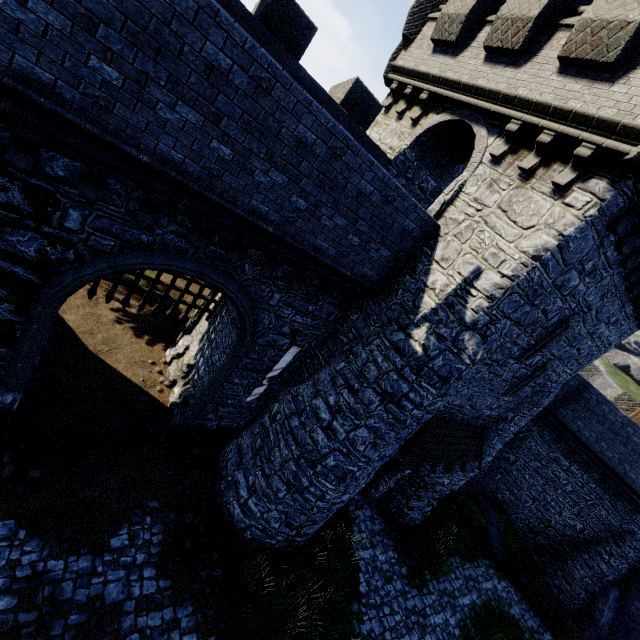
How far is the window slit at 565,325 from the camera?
9.5m

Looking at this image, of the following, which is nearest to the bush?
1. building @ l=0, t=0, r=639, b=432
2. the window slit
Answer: building @ l=0, t=0, r=639, b=432

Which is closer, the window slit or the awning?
the window slit

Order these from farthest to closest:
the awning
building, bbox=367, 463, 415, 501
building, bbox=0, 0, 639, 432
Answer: building, bbox=367, 463, 415, 501, the awning, building, bbox=0, 0, 639, 432

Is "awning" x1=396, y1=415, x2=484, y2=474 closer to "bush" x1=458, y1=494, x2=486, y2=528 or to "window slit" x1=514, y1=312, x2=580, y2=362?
"window slit" x1=514, y1=312, x2=580, y2=362

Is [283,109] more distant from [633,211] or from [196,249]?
[633,211]

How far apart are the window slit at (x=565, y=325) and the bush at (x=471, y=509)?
13.56m

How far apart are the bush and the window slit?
13.56m
